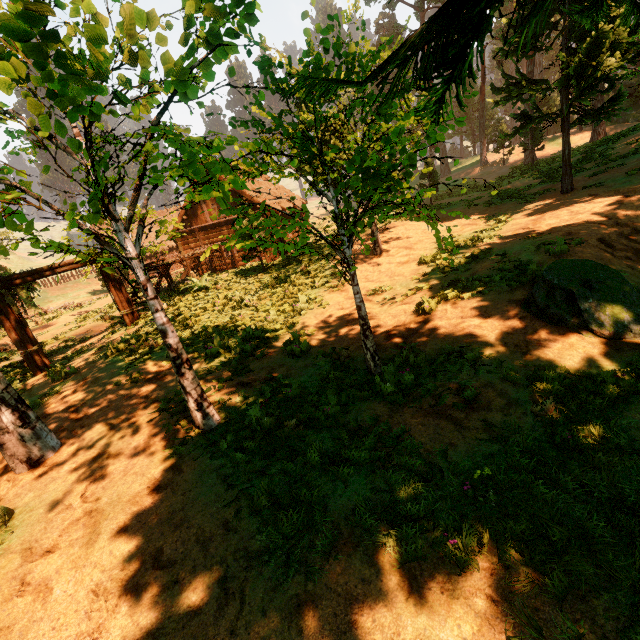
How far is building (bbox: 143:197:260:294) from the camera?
18.6m

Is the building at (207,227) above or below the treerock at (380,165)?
below

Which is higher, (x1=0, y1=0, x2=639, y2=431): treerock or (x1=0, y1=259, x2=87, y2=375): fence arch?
(x1=0, y1=0, x2=639, y2=431): treerock

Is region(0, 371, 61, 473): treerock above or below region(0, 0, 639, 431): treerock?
below

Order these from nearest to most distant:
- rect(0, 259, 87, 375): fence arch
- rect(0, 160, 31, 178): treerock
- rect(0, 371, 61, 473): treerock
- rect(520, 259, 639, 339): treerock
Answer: rect(0, 160, 31, 178): treerock, rect(520, 259, 639, 339): treerock, rect(0, 371, 61, 473): treerock, rect(0, 259, 87, 375): fence arch

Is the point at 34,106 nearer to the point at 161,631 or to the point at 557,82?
the point at 161,631

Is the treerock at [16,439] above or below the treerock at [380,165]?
below
